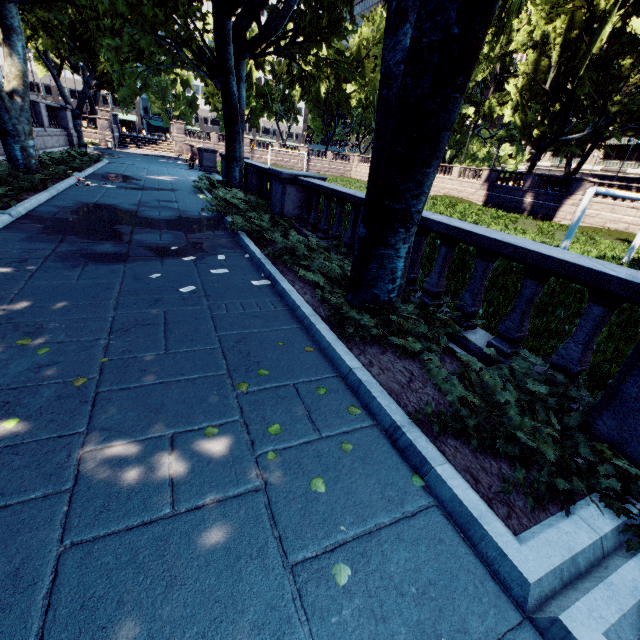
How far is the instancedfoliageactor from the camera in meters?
1.9

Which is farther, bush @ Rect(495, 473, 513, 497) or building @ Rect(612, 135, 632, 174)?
building @ Rect(612, 135, 632, 174)

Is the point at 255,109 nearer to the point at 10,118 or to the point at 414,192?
the point at 10,118

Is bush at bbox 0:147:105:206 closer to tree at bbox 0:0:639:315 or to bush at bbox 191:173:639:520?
tree at bbox 0:0:639:315

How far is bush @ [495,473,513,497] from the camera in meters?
2.3 m

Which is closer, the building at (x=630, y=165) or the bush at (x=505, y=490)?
the bush at (x=505, y=490)

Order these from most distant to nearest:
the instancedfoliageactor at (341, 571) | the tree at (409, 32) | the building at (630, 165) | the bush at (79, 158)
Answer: the building at (630, 165) < the bush at (79, 158) < the tree at (409, 32) < the instancedfoliageactor at (341, 571)

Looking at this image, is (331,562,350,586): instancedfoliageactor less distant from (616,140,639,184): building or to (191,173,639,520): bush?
(191,173,639,520): bush
